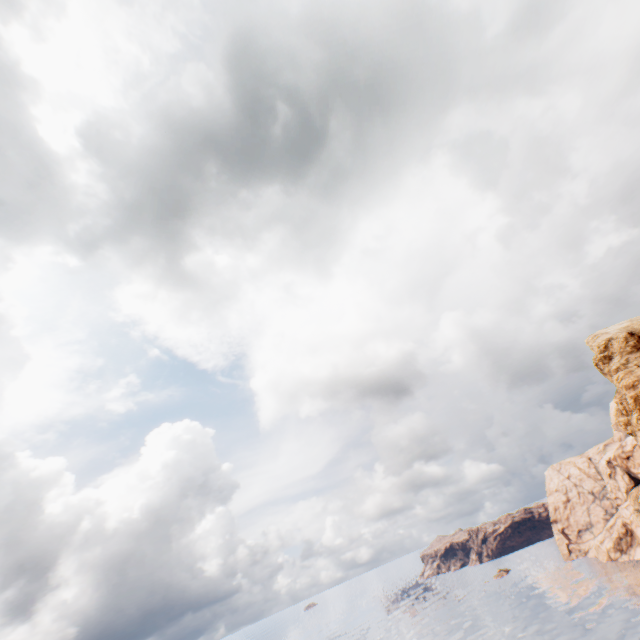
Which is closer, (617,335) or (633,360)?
(633,360)
